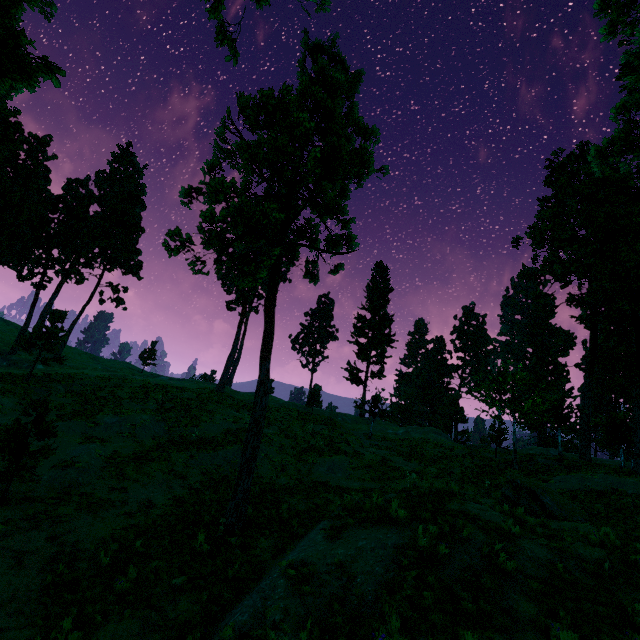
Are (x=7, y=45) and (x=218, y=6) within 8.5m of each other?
yes

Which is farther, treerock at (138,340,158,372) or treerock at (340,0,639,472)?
treerock at (138,340,158,372)

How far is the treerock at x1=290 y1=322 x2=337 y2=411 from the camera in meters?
37.0

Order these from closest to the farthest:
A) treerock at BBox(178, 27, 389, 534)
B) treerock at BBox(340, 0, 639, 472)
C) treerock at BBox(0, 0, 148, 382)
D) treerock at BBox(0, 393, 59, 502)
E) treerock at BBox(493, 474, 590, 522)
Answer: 1. treerock at BBox(0, 0, 148, 382)
2. treerock at BBox(0, 393, 59, 502)
3. treerock at BBox(178, 27, 389, 534)
4. treerock at BBox(493, 474, 590, 522)
5. treerock at BBox(340, 0, 639, 472)

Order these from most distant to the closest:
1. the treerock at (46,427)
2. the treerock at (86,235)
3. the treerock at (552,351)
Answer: the treerock at (552,351), the treerock at (46,427), the treerock at (86,235)

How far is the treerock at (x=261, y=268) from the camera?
11.6 meters
